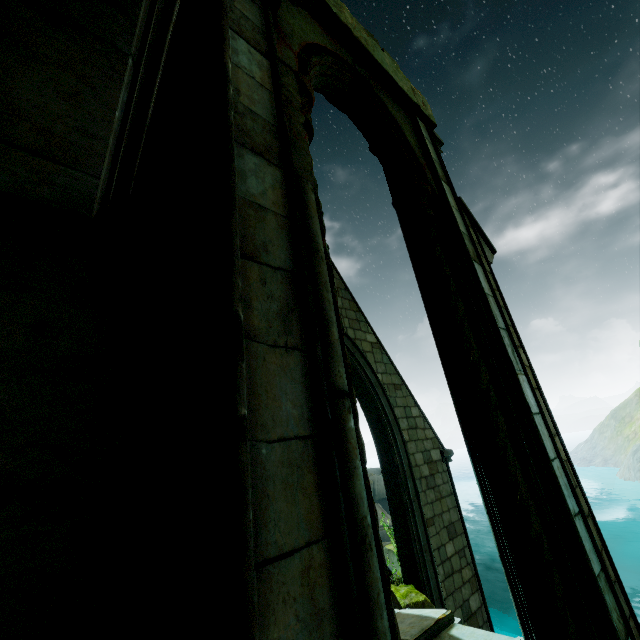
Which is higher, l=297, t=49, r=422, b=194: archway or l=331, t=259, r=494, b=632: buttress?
l=297, t=49, r=422, b=194: archway

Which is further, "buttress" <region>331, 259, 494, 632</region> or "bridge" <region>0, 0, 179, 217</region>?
"buttress" <region>331, 259, 494, 632</region>

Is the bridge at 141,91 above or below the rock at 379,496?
above

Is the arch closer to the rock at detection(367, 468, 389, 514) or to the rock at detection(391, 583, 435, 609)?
the rock at detection(391, 583, 435, 609)

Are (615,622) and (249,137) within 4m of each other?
no

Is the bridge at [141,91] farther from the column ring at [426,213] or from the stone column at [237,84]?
the column ring at [426,213]

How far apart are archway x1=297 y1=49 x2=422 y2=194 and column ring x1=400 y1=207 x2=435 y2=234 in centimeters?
40cm

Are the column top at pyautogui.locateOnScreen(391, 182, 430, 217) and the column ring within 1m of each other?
yes
